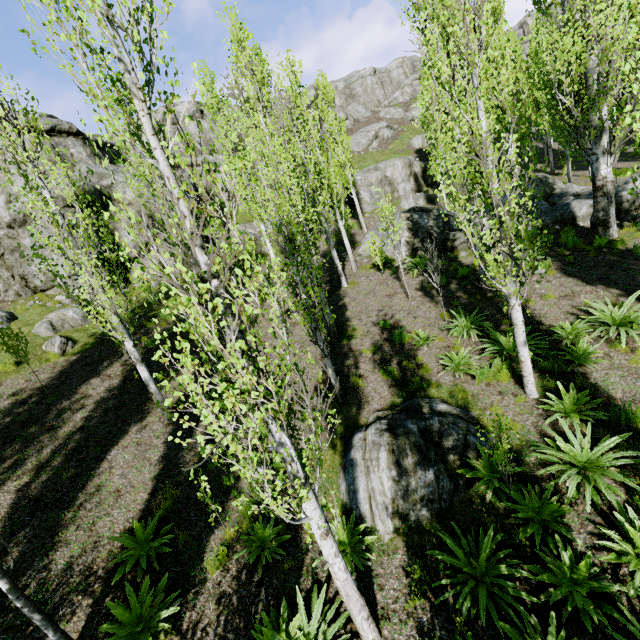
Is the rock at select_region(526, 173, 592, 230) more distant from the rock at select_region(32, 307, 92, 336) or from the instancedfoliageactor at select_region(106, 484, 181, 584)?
the instancedfoliageactor at select_region(106, 484, 181, 584)

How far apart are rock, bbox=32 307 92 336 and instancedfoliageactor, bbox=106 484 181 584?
9.99m

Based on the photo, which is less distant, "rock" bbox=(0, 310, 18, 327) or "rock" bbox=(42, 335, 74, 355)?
"rock" bbox=(42, 335, 74, 355)

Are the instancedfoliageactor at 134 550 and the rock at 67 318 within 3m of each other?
no

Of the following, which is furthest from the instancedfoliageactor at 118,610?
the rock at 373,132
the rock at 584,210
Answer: the rock at 373,132

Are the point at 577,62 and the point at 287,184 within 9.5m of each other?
no

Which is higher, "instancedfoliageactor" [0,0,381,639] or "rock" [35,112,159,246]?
"rock" [35,112,159,246]

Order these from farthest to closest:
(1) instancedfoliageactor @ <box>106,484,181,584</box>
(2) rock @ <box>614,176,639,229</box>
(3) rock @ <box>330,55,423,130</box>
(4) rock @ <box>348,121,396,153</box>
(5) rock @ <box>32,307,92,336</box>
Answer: (3) rock @ <box>330,55,423,130</box>
(4) rock @ <box>348,121,396,153</box>
(2) rock @ <box>614,176,639,229</box>
(5) rock @ <box>32,307,92,336</box>
(1) instancedfoliageactor @ <box>106,484,181,584</box>
